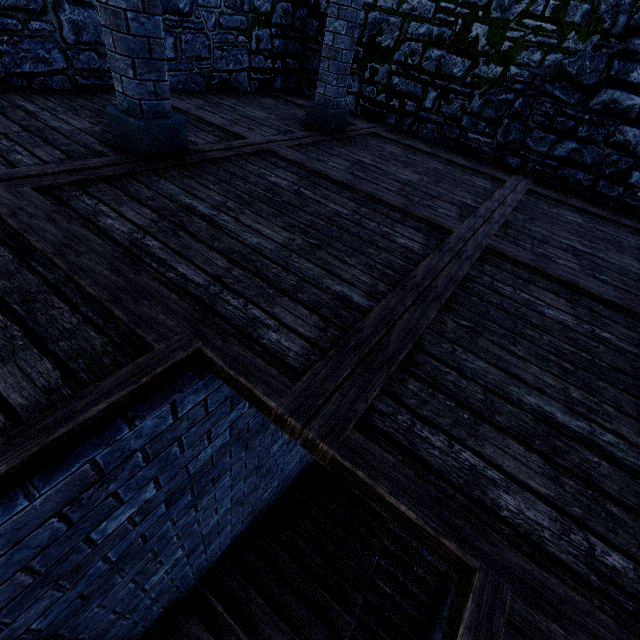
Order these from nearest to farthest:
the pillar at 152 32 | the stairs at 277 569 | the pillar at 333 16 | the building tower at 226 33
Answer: the pillar at 152 32
the stairs at 277 569
the pillar at 333 16
the building tower at 226 33

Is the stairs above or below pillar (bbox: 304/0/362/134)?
below

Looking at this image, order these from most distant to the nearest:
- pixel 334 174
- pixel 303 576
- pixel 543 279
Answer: pixel 303 576 → pixel 334 174 → pixel 543 279

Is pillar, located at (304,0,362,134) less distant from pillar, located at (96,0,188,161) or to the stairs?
pillar, located at (96,0,188,161)

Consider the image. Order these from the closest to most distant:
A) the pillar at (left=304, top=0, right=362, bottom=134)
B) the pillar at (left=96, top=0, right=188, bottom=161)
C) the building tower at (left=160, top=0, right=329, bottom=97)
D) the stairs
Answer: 1. the pillar at (left=96, top=0, right=188, bottom=161)
2. the stairs
3. the pillar at (left=304, top=0, right=362, bottom=134)
4. the building tower at (left=160, top=0, right=329, bottom=97)

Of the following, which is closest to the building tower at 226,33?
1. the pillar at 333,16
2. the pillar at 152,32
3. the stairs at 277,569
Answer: the stairs at 277,569

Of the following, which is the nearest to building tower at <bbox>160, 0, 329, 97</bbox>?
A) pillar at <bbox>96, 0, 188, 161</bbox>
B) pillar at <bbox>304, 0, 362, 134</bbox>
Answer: A: pillar at <bbox>304, 0, 362, 134</bbox>

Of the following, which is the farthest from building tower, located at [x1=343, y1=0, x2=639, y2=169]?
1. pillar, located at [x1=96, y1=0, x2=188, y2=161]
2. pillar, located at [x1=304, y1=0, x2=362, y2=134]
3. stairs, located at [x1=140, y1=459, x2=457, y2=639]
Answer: pillar, located at [x1=96, y1=0, x2=188, y2=161]
